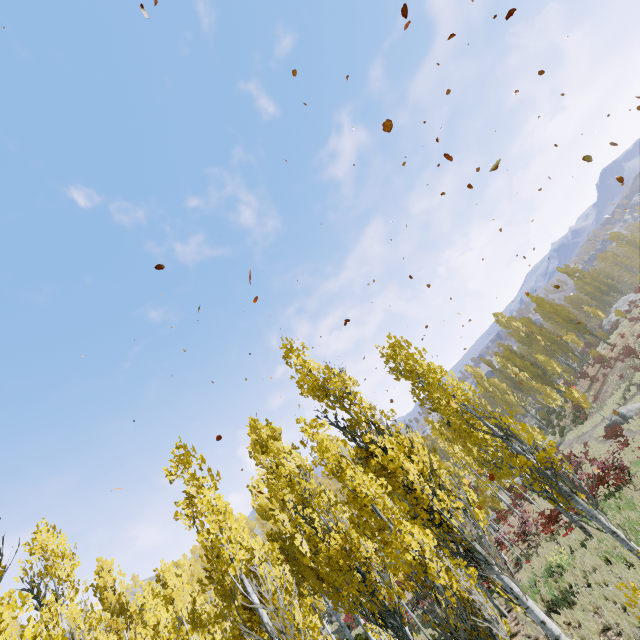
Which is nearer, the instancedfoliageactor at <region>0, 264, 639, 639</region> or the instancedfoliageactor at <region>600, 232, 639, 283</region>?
the instancedfoliageactor at <region>0, 264, 639, 639</region>

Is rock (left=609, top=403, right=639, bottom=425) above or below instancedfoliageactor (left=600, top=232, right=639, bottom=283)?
below

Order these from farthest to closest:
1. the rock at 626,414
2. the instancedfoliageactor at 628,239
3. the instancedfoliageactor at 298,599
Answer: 1. the instancedfoliageactor at 628,239
2. the rock at 626,414
3. the instancedfoliageactor at 298,599

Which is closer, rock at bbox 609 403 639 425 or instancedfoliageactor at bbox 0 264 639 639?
instancedfoliageactor at bbox 0 264 639 639

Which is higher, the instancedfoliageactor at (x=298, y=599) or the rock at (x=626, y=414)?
the instancedfoliageactor at (x=298, y=599)

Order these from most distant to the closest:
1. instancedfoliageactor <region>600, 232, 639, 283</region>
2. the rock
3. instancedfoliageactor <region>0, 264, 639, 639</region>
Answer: instancedfoliageactor <region>600, 232, 639, 283</region> < the rock < instancedfoliageactor <region>0, 264, 639, 639</region>

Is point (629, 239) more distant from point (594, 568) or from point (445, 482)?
point (445, 482)
